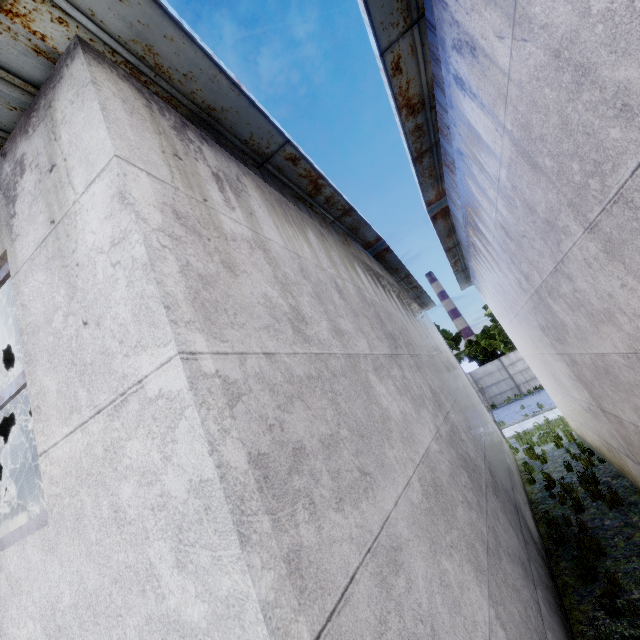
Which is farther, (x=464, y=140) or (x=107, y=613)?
(x=464, y=140)
